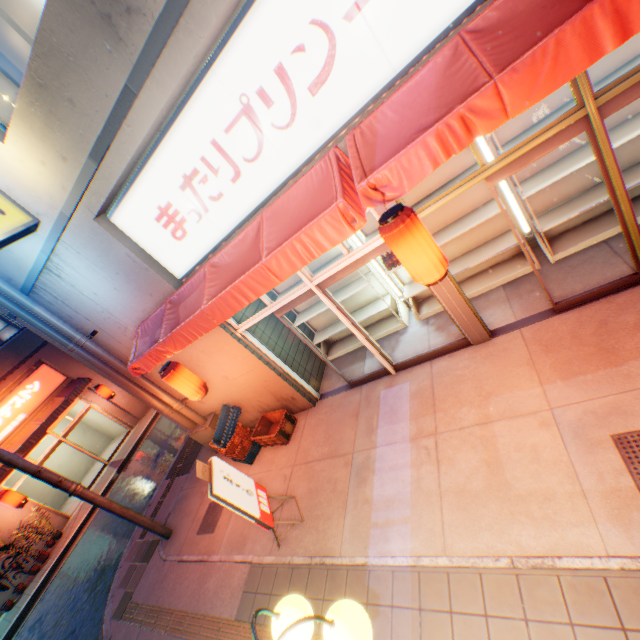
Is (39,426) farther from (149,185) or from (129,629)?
(149,185)

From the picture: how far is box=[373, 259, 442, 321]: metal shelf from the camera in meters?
6.3 m

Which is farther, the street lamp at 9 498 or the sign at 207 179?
the street lamp at 9 498

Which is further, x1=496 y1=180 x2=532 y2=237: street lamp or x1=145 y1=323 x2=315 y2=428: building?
x1=145 y1=323 x2=315 y2=428: building

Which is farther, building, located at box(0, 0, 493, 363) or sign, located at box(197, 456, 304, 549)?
sign, located at box(197, 456, 304, 549)

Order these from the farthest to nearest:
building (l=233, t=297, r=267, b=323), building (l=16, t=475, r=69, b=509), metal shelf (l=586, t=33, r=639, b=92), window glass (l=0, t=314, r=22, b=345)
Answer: building (l=16, t=475, r=69, b=509)
window glass (l=0, t=314, r=22, b=345)
building (l=233, t=297, r=267, b=323)
metal shelf (l=586, t=33, r=639, b=92)

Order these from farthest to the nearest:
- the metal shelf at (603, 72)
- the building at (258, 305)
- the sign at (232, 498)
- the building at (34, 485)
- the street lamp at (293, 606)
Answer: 1. the building at (34, 485)
2. the building at (258, 305)
3. the sign at (232, 498)
4. the metal shelf at (603, 72)
5. the street lamp at (293, 606)

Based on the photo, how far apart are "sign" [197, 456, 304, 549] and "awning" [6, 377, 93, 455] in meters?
12.8
